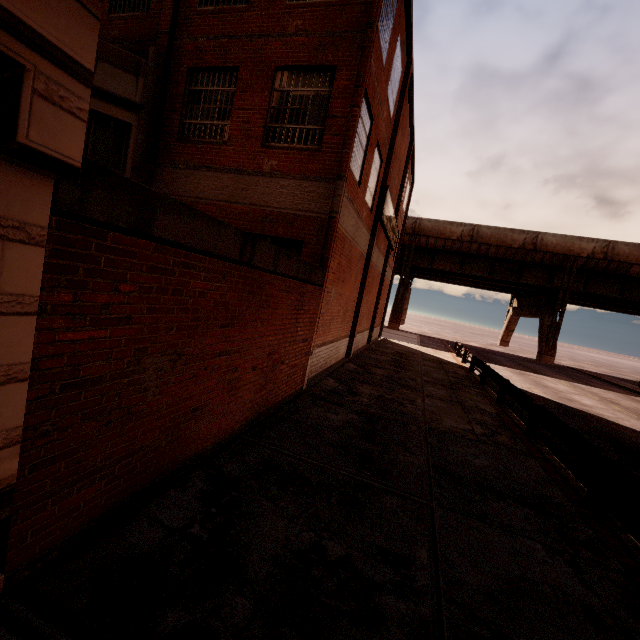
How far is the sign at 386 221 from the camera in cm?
1480

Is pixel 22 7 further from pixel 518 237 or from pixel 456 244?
pixel 518 237

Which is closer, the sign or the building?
the building

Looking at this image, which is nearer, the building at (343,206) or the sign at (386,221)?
the building at (343,206)

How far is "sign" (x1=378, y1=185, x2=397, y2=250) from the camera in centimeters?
1480cm
